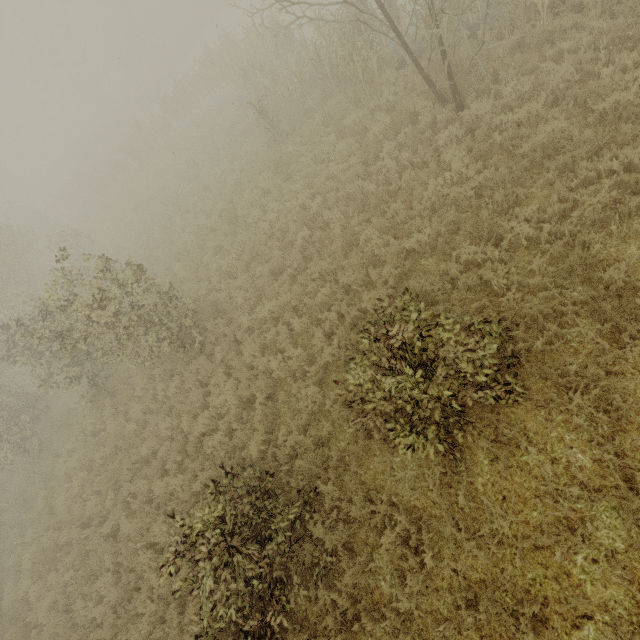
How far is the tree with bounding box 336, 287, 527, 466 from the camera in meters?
3.9

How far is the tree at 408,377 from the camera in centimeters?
391cm

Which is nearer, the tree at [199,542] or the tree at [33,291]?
the tree at [199,542]

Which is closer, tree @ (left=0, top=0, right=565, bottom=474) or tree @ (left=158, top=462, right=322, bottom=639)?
tree @ (left=158, top=462, right=322, bottom=639)

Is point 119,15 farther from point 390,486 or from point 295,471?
point 390,486

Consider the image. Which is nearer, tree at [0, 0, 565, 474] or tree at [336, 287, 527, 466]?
tree at [336, 287, 527, 466]
